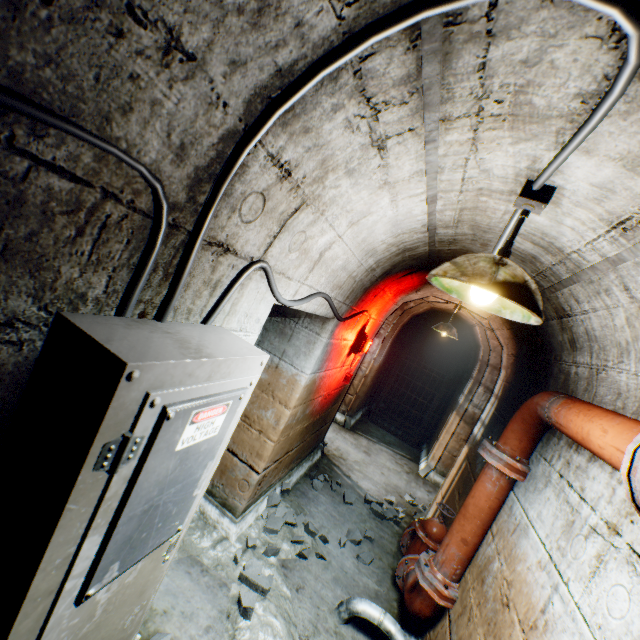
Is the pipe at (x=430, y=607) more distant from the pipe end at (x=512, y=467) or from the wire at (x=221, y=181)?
the wire at (x=221, y=181)

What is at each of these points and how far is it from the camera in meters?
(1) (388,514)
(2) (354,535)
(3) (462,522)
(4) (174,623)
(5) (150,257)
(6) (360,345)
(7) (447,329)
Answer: (1) rock, 4.2
(2) rock, 3.5
(3) pipe, 2.4
(4) building tunnel, 2.0
(5) wire, 0.8
(6) tunnel lamp, 3.7
(7) ceiling light, 5.2

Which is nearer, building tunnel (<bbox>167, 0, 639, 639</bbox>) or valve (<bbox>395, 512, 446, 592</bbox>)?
building tunnel (<bbox>167, 0, 639, 639</bbox>)

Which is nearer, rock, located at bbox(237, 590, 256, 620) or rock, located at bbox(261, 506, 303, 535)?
rock, located at bbox(237, 590, 256, 620)

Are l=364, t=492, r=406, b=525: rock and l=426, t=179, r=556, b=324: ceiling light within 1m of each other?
no

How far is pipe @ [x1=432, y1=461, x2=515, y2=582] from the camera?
2.3m

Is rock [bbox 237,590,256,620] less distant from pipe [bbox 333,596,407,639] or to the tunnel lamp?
pipe [bbox 333,596,407,639]

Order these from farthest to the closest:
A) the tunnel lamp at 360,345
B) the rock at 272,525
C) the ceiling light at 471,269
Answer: the tunnel lamp at 360,345, the rock at 272,525, the ceiling light at 471,269
